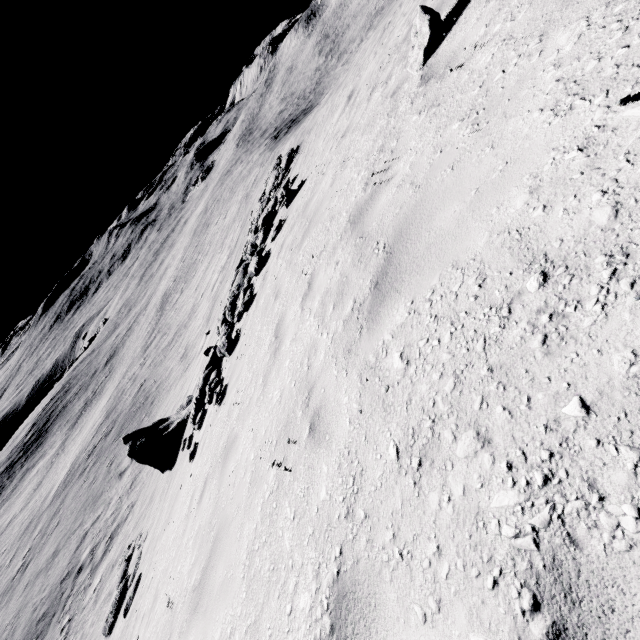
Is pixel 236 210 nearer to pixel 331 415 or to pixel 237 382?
pixel 237 382

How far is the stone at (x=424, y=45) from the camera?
4.6m

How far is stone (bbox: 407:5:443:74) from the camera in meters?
4.6
